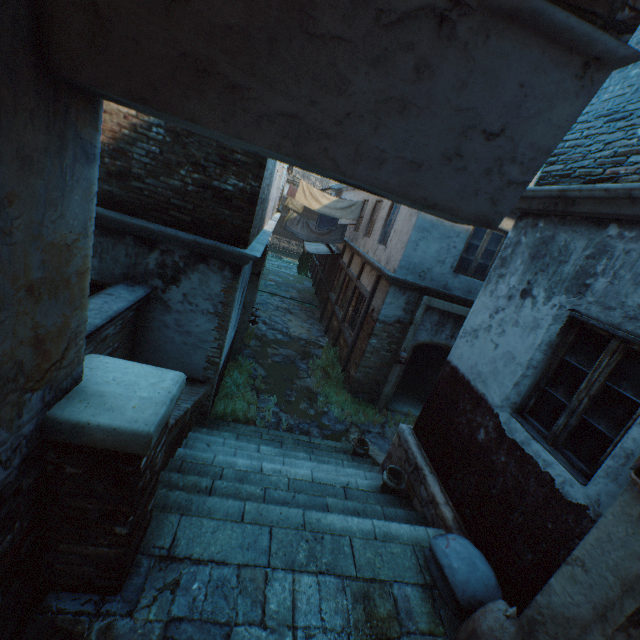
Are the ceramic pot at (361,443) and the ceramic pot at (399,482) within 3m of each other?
yes

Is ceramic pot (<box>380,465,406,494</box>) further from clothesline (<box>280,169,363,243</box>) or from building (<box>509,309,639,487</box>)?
clothesline (<box>280,169,363,243</box>)

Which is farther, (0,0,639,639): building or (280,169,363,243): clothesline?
(280,169,363,243): clothesline

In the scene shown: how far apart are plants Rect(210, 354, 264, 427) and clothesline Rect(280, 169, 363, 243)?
5.6 meters

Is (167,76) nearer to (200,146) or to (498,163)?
(498,163)

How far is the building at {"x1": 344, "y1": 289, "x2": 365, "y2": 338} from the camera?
10.6m

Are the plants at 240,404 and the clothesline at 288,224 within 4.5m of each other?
no

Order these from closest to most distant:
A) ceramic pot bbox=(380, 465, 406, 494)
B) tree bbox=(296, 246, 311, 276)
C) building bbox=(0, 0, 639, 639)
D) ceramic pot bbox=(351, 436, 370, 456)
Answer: building bbox=(0, 0, 639, 639) < ceramic pot bbox=(380, 465, 406, 494) < ceramic pot bbox=(351, 436, 370, 456) < tree bbox=(296, 246, 311, 276)
